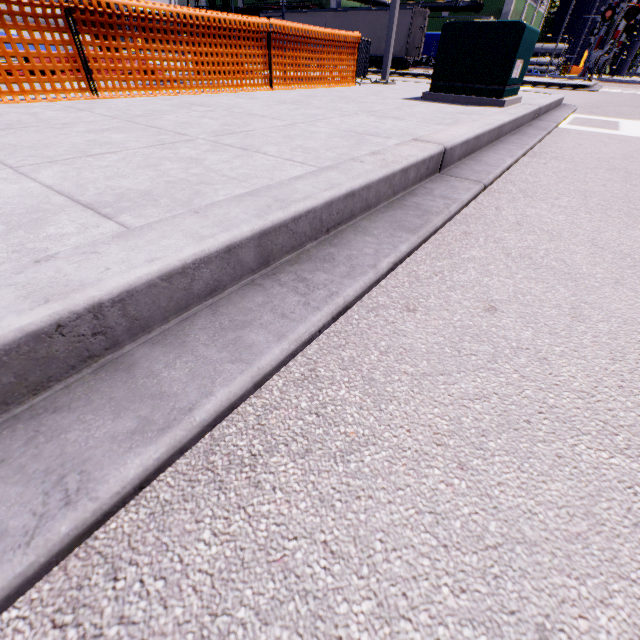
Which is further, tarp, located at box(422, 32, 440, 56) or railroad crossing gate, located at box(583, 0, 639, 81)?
tarp, located at box(422, 32, 440, 56)

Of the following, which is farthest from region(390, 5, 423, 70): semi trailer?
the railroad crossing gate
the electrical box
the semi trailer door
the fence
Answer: the railroad crossing gate

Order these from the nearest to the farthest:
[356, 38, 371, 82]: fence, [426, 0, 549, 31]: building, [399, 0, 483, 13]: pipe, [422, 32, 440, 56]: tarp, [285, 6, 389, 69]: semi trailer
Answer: [356, 38, 371, 82]: fence
[285, 6, 389, 69]: semi trailer
[422, 32, 440, 56]: tarp
[426, 0, 549, 31]: building
[399, 0, 483, 13]: pipe

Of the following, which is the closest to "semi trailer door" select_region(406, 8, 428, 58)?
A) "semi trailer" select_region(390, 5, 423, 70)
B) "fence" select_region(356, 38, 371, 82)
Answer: "semi trailer" select_region(390, 5, 423, 70)

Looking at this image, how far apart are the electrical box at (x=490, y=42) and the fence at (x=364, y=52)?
2.48m

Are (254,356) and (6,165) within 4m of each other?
yes

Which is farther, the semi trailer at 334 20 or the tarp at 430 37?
the tarp at 430 37

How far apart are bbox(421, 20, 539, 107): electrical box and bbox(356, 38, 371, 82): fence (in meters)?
2.48
